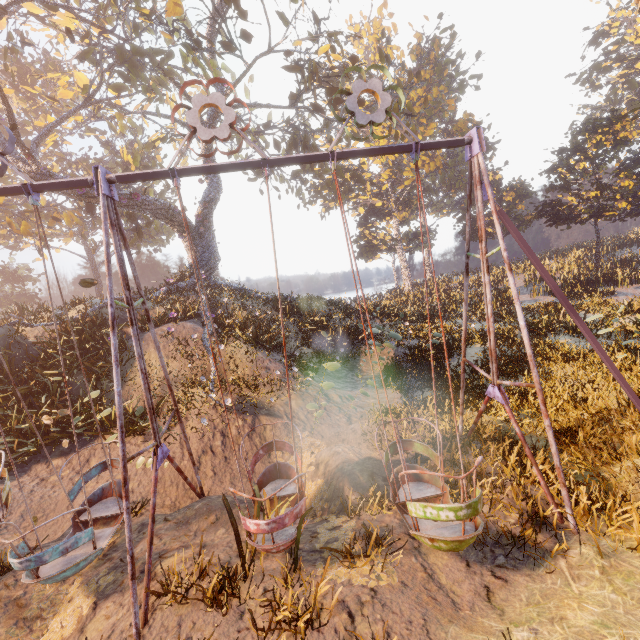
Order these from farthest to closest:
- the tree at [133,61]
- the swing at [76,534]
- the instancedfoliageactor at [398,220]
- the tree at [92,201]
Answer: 1. the tree at [92,201]
2. the tree at [133,61]
3. the instancedfoliageactor at [398,220]
4. the swing at [76,534]

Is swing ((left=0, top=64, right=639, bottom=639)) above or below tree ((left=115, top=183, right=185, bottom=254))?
below

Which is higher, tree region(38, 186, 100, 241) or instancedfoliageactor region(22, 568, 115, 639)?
tree region(38, 186, 100, 241)

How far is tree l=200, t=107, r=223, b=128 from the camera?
19.73m

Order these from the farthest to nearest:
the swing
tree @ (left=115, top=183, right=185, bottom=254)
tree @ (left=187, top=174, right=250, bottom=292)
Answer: tree @ (left=187, top=174, right=250, bottom=292) < tree @ (left=115, top=183, right=185, bottom=254) < the swing

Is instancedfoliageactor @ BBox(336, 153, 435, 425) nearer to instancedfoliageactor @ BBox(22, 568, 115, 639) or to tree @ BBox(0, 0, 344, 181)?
tree @ BBox(0, 0, 344, 181)

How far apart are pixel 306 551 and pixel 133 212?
22.32m

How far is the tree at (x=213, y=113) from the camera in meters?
19.7
